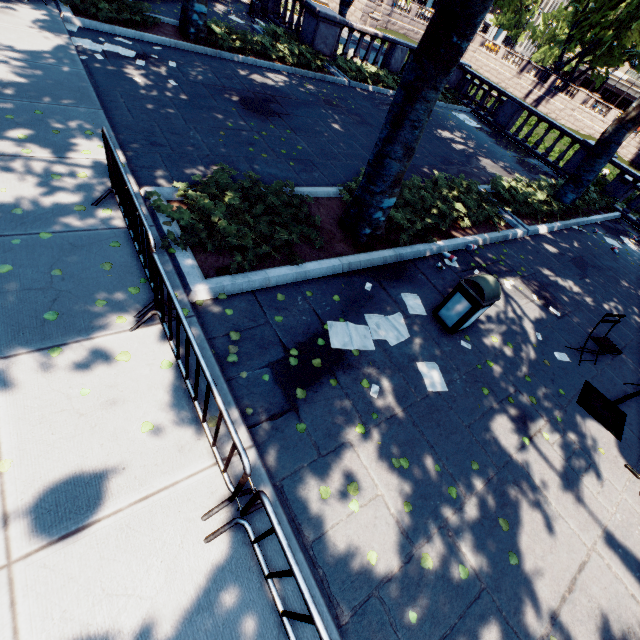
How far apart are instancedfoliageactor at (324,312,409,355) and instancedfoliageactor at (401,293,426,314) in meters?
0.2

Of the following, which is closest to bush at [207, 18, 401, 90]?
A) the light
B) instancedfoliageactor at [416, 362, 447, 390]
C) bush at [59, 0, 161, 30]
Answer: bush at [59, 0, 161, 30]

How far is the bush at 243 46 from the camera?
11.1m

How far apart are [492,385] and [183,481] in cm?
464

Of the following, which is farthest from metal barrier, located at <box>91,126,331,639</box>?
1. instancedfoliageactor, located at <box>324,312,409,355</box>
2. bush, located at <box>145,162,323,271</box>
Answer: instancedfoliageactor, located at <box>324,312,409,355</box>

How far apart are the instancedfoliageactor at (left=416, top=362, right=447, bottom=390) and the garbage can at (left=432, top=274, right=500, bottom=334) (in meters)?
0.77

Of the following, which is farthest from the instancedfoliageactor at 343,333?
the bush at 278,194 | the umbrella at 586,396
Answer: the umbrella at 586,396

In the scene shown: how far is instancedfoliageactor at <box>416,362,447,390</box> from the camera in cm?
473
